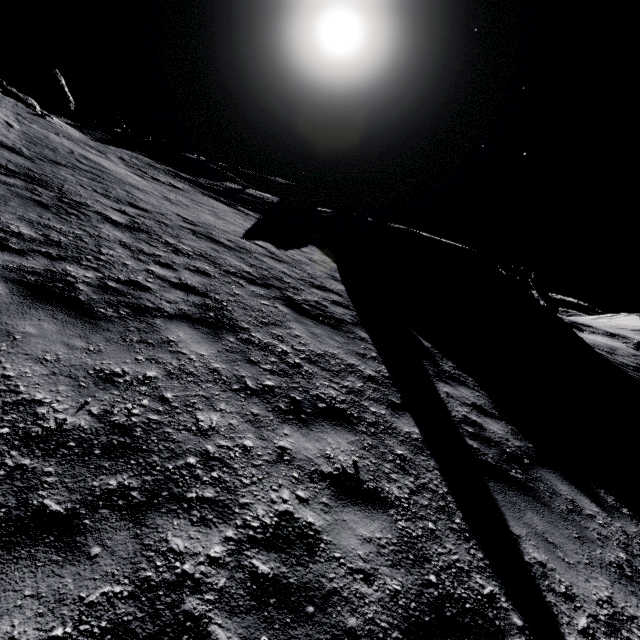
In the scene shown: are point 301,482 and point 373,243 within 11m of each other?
no

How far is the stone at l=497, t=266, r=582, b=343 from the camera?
22.3 meters

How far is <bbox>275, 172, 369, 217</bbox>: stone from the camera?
37.9m

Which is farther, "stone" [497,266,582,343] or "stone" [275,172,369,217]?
"stone" [275,172,369,217]

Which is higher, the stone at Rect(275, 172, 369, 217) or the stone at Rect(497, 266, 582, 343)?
the stone at Rect(275, 172, 369, 217)

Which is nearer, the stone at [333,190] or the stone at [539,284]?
the stone at [539,284]

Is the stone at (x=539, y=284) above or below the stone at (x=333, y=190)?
below
